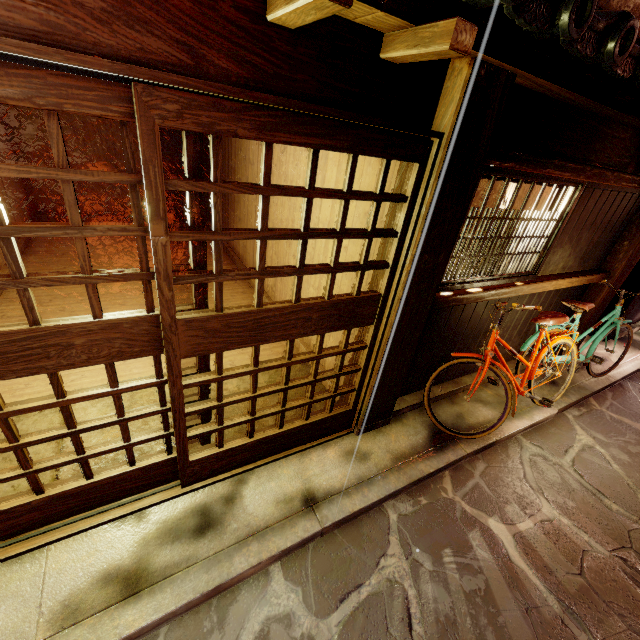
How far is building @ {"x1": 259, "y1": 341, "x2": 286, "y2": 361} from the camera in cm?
802

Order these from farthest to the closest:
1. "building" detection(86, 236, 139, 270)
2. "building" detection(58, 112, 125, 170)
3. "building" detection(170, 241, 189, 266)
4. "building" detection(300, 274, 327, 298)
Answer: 1. "building" detection(58, 112, 125, 170)
2. "building" detection(170, 241, 189, 266)
3. "building" detection(86, 236, 139, 270)
4. "building" detection(300, 274, 327, 298)

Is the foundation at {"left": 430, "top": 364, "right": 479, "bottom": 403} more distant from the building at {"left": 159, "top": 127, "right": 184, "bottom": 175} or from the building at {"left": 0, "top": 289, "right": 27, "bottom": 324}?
the building at {"left": 159, "top": 127, "right": 184, "bottom": 175}

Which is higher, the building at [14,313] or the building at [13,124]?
the building at [13,124]

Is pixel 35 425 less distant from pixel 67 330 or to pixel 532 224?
pixel 67 330

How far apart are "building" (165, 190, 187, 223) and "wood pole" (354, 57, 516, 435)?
13.99m

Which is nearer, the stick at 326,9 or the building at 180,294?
the stick at 326,9
